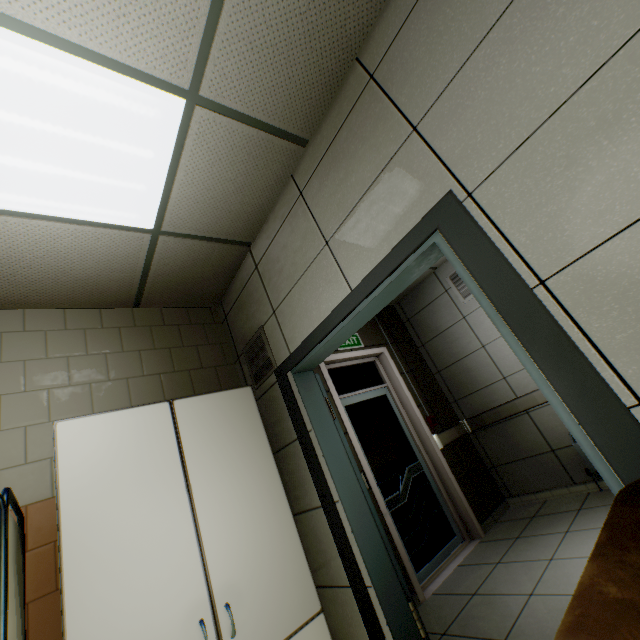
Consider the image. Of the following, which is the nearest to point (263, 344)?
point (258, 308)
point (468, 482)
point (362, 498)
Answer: point (258, 308)

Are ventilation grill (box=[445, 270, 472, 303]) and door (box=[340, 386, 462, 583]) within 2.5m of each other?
yes

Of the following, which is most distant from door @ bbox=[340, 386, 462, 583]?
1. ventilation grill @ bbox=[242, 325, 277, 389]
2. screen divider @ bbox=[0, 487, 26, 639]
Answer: screen divider @ bbox=[0, 487, 26, 639]

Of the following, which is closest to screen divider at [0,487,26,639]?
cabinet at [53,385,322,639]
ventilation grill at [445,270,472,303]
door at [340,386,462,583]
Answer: → cabinet at [53,385,322,639]

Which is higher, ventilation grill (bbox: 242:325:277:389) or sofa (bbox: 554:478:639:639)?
ventilation grill (bbox: 242:325:277:389)

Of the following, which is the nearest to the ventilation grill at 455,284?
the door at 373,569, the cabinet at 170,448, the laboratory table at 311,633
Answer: the door at 373,569

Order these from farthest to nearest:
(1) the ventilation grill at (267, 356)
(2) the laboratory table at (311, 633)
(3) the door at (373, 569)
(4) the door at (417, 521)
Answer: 1. (4) the door at (417, 521)
2. (1) the ventilation grill at (267, 356)
3. (2) the laboratory table at (311, 633)
4. (3) the door at (373, 569)

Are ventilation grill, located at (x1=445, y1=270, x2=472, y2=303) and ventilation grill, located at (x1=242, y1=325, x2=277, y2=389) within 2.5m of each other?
no
